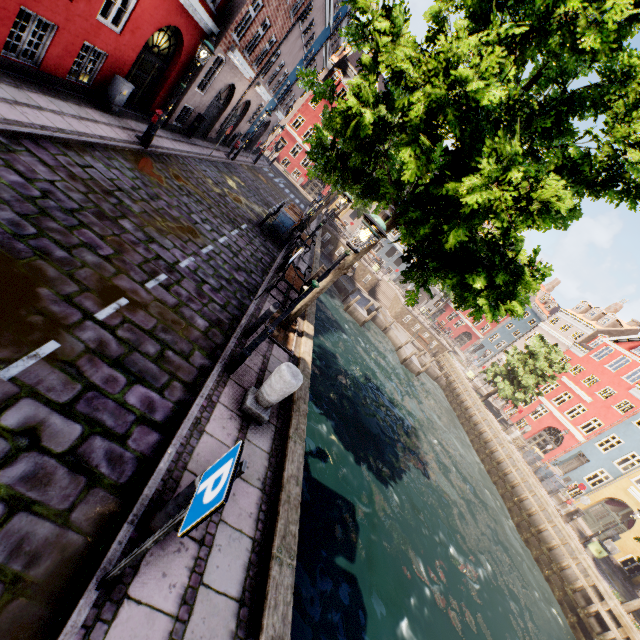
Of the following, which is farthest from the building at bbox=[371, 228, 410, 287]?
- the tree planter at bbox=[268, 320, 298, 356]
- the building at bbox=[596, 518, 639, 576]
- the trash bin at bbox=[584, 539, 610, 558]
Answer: the tree planter at bbox=[268, 320, 298, 356]

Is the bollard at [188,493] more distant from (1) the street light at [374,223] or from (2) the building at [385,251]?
(2) the building at [385,251]

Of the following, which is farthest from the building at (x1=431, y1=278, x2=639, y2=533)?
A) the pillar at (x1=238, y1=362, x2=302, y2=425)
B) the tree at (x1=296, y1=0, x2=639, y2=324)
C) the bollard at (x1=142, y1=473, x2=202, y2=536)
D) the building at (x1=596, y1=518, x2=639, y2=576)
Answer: the bollard at (x1=142, y1=473, x2=202, y2=536)

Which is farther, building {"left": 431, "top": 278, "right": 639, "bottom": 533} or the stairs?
the stairs

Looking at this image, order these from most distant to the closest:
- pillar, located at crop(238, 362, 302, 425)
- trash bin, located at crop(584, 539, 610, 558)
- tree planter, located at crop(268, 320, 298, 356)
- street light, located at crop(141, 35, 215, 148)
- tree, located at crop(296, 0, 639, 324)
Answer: A: trash bin, located at crop(584, 539, 610, 558), street light, located at crop(141, 35, 215, 148), tree planter, located at crop(268, 320, 298, 356), pillar, located at crop(238, 362, 302, 425), tree, located at crop(296, 0, 639, 324)

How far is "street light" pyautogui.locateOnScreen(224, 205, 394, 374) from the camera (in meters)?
4.71

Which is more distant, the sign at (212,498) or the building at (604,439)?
the building at (604,439)

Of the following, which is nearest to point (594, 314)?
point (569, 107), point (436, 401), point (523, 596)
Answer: point (436, 401)
